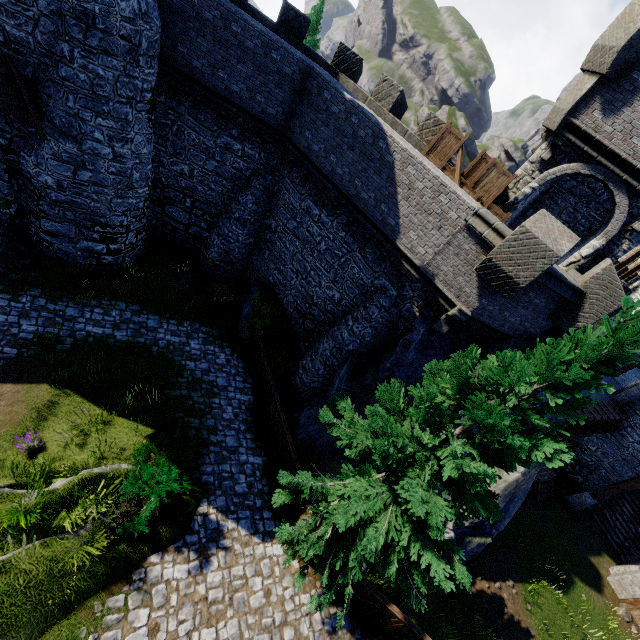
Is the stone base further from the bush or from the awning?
the awning

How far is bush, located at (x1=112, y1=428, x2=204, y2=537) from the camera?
7.24m

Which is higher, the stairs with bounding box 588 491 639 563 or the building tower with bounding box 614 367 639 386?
the building tower with bounding box 614 367 639 386

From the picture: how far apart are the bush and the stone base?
24.1 meters

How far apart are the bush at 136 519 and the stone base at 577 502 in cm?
2407

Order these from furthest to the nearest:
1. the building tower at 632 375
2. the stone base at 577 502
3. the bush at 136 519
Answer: the building tower at 632 375 → the stone base at 577 502 → the bush at 136 519

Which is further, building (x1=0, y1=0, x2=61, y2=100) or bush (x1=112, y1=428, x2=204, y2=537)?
building (x1=0, y1=0, x2=61, y2=100)

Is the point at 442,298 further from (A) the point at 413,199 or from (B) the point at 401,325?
(A) the point at 413,199
